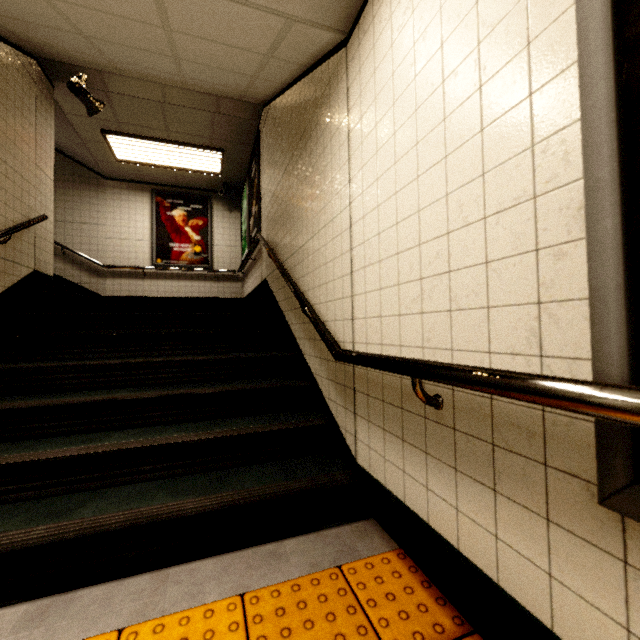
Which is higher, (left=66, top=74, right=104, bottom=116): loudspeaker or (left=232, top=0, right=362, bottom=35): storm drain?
(left=66, top=74, right=104, bottom=116): loudspeaker

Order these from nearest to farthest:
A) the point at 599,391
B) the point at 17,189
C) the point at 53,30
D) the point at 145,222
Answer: the point at 599,391, the point at 53,30, the point at 17,189, the point at 145,222

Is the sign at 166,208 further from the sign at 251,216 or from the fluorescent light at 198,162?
the sign at 251,216

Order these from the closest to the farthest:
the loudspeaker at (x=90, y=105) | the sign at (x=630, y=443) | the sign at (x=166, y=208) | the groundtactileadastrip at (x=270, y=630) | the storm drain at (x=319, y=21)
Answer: the sign at (x=630, y=443) < the groundtactileadastrip at (x=270, y=630) < the storm drain at (x=319, y=21) < the loudspeaker at (x=90, y=105) < the sign at (x=166, y=208)

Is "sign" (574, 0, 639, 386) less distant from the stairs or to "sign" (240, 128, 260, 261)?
the stairs

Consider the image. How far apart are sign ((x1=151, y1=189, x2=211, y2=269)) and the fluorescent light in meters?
0.9

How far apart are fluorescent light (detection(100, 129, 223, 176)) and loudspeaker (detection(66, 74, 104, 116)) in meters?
0.9 m

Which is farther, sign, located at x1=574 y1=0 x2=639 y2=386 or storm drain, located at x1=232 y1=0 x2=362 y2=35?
storm drain, located at x1=232 y1=0 x2=362 y2=35
